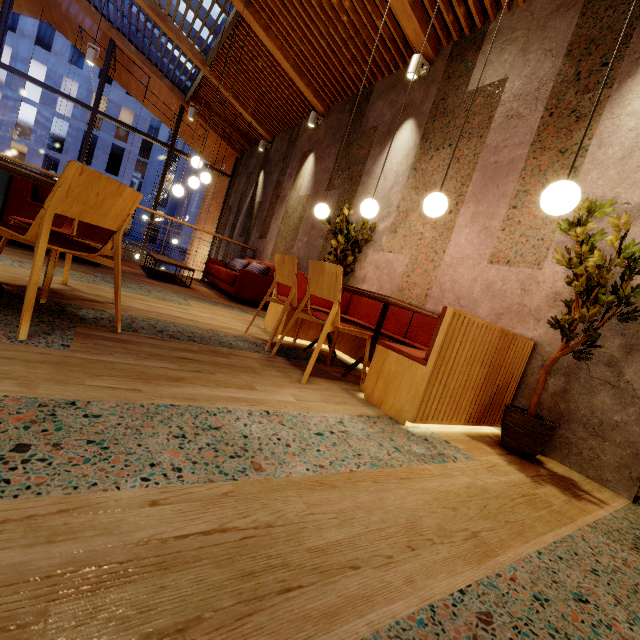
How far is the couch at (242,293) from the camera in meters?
5.5 m

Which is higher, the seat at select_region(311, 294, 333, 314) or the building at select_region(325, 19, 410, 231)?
the building at select_region(325, 19, 410, 231)

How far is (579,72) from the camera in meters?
2.8

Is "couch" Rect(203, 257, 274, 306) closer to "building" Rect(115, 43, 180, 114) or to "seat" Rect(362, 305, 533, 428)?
"building" Rect(115, 43, 180, 114)

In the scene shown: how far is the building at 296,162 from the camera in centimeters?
588cm

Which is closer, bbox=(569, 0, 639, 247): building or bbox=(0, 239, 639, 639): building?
bbox=(0, 239, 639, 639): building

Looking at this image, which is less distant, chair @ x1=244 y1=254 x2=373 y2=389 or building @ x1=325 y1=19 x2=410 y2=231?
chair @ x1=244 y1=254 x2=373 y2=389

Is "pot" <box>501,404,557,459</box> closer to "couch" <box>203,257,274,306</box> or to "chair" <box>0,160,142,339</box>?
"chair" <box>0,160,142,339</box>
